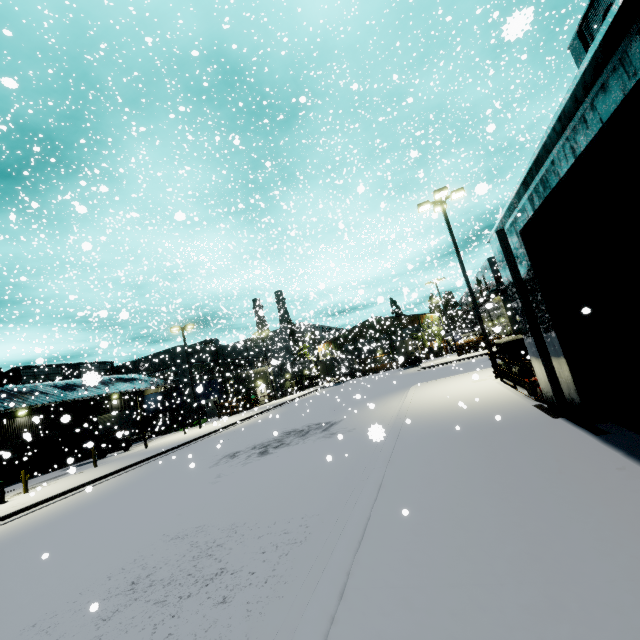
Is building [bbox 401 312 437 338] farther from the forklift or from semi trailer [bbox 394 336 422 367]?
the forklift

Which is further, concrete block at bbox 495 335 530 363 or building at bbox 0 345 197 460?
building at bbox 0 345 197 460

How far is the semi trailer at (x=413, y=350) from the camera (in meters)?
35.94

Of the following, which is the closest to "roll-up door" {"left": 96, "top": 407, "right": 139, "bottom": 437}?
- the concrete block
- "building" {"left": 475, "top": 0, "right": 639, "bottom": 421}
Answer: "building" {"left": 475, "top": 0, "right": 639, "bottom": 421}

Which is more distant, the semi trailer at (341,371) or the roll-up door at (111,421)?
the semi trailer at (341,371)

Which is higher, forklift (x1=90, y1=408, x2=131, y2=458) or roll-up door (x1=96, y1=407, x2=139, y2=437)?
roll-up door (x1=96, y1=407, x2=139, y2=437)

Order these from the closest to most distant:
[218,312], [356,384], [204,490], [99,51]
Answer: [204,490], [99,51], [356,384], [218,312]

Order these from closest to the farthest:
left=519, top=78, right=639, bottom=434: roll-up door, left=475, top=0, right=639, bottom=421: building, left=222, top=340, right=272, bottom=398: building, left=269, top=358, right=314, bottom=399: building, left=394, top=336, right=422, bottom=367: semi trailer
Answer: left=475, top=0, right=639, bottom=421: building, left=519, top=78, right=639, bottom=434: roll-up door, left=394, top=336, right=422, bottom=367: semi trailer, left=269, top=358, right=314, bottom=399: building, left=222, top=340, right=272, bottom=398: building
